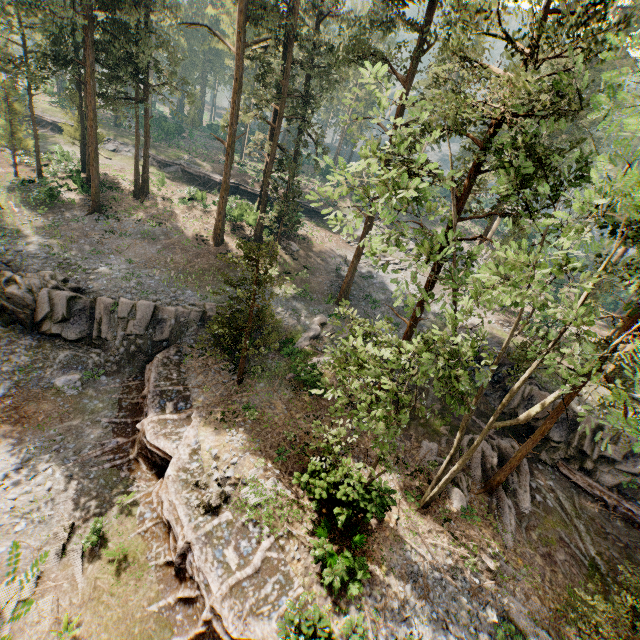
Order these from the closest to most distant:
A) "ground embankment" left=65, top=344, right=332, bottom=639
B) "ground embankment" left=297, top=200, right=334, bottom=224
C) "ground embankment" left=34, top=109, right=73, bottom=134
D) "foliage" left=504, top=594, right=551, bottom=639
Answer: "ground embankment" left=65, top=344, right=332, bottom=639 < "foliage" left=504, top=594, right=551, bottom=639 < "ground embankment" left=34, top=109, right=73, bottom=134 < "ground embankment" left=297, top=200, right=334, bottom=224

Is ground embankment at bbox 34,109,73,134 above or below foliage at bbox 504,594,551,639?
above

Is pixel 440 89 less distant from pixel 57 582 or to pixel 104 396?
pixel 104 396

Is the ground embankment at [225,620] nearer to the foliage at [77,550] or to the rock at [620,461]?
the foliage at [77,550]

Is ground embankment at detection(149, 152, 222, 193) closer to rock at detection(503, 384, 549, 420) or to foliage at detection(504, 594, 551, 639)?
foliage at detection(504, 594, 551, 639)

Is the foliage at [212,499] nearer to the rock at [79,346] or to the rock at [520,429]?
the rock at [520,429]

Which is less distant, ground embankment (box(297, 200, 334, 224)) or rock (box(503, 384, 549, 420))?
rock (box(503, 384, 549, 420))

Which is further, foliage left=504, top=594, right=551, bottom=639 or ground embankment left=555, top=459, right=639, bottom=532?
ground embankment left=555, top=459, right=639, bottom=532
